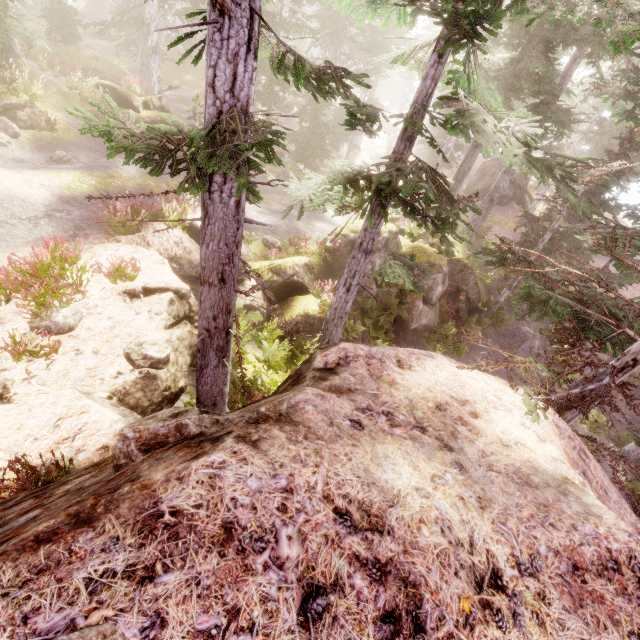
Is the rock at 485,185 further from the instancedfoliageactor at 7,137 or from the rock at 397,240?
the rock at 397,240

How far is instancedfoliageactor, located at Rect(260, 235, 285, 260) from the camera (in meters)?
13.26

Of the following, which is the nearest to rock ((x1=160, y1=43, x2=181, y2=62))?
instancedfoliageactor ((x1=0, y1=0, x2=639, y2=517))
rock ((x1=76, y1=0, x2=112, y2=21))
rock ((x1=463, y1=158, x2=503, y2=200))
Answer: instancedfoliageactor ((x1=0, y1=0, x2=639, y2=517))

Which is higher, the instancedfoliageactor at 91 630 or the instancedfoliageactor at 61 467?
the instancedfoliageactor at 91 630

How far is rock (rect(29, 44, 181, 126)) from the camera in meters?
15.5 m

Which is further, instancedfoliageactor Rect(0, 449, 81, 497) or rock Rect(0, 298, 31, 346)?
rock Rect(0, 298, 31, 346)

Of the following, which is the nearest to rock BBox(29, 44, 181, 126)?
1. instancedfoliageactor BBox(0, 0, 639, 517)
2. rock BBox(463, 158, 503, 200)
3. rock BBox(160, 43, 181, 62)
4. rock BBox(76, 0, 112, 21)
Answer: instancedfoliageactor BBox(0, 0, 639, 517)

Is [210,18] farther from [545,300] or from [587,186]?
[587,186]
